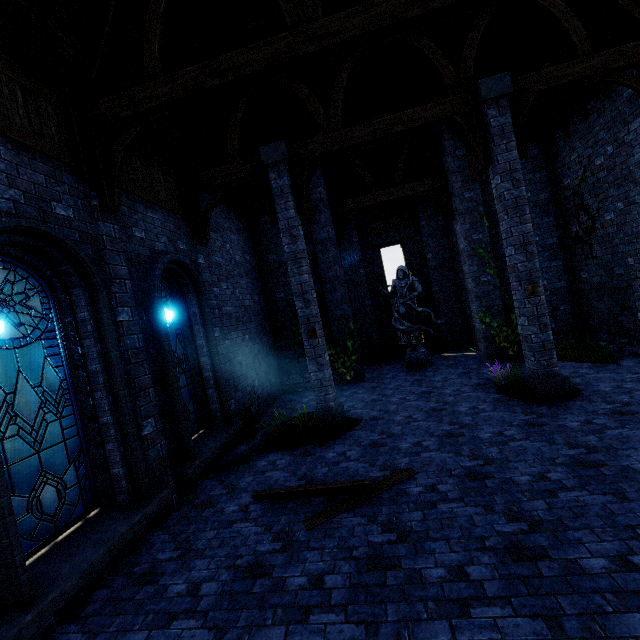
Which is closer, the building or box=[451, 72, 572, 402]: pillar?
the building

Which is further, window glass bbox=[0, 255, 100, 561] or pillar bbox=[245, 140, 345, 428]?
pillar bbox=[245, 140, 345, 428]

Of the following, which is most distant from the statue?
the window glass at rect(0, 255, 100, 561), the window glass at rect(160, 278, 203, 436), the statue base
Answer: the window glass at rect(0, 255, 100, 561)

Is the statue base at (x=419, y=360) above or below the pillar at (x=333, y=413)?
below

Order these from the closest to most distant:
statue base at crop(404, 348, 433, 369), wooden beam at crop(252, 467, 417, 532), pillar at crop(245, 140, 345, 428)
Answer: wooden beam at crop(252, 467, 417, 532)
pillar at crop(245, 140, 345, 428)
statue base at crop(404, 348, 433, 369)

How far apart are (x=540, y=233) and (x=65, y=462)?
14.0 meters

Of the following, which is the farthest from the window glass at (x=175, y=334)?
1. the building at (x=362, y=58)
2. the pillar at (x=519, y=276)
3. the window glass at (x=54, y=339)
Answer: the pillar at (x=519, y=276)

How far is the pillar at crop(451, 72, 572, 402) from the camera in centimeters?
685cm
